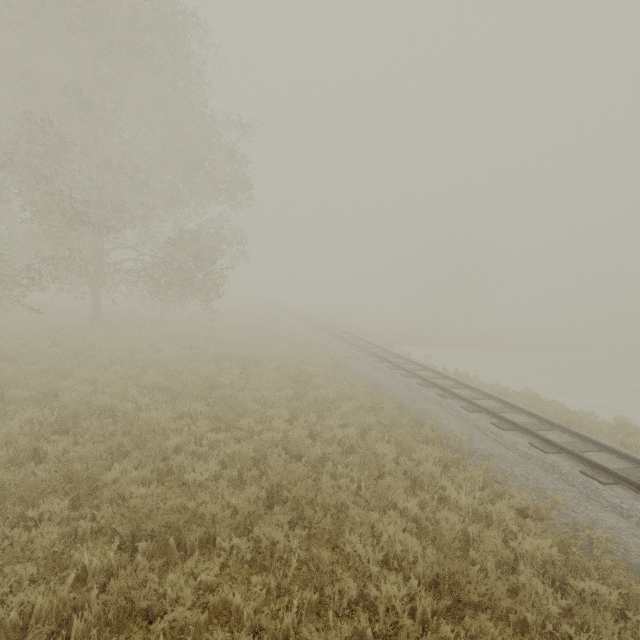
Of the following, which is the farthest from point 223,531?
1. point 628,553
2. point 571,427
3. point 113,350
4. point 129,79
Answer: point 129,79
